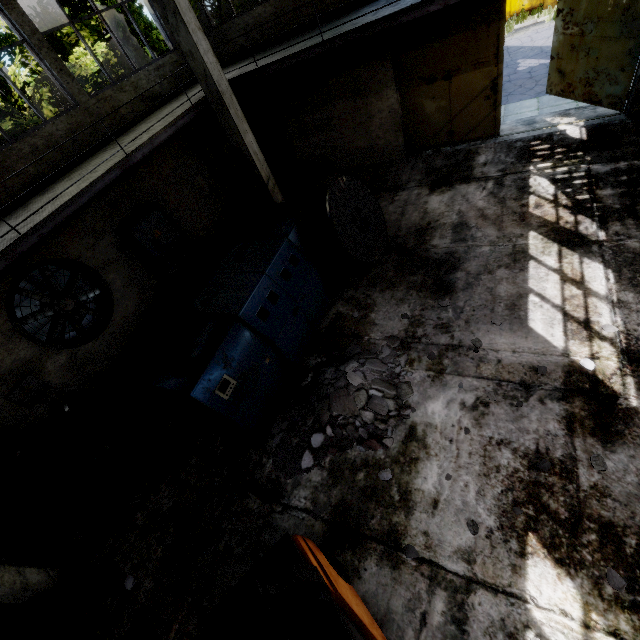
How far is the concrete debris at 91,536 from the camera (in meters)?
5.48

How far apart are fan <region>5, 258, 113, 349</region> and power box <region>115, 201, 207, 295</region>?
0.88m

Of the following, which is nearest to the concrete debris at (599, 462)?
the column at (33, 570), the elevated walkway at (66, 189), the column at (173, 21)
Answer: the elevated walkway at (66, 189)

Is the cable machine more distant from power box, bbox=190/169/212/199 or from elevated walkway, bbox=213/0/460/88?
power box, bbox=190/169/212/199

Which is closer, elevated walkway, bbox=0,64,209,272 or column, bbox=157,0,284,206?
elevated walkway, bbox=0,64,209,272

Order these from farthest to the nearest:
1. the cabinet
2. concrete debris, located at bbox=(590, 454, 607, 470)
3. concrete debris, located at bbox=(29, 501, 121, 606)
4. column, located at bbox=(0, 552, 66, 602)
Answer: the cabinet, concrete debris, located at bbox=(29, 501, 121, 606), column, located at bbox=(0, 552, 66, 602), concrete debris, located at bbox=(590, 454, 607, 470)

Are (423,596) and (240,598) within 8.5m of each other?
yes

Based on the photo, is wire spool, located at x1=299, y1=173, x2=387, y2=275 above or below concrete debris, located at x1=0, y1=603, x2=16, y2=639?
above
